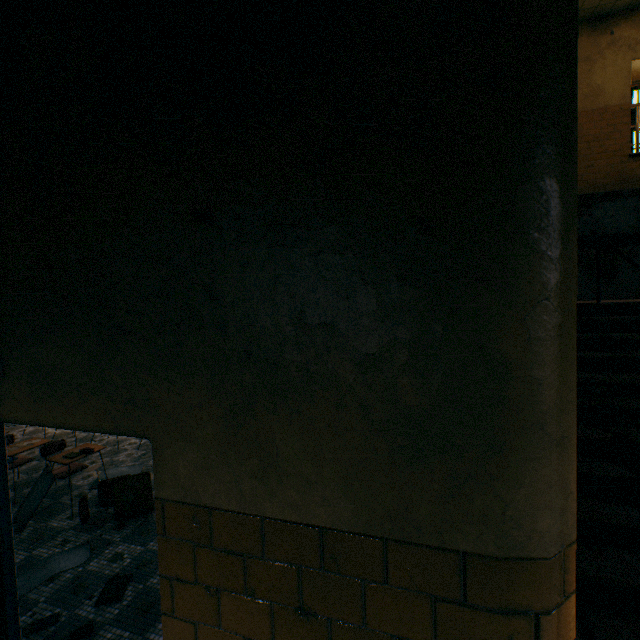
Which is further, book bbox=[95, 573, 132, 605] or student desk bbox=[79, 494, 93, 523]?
student desk bbox=[79, 494, 93, 523]

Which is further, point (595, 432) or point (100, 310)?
point (595, 432)

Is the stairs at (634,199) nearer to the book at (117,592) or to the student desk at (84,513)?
the book at (117,592)

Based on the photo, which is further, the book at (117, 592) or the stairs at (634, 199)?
the book at (117, 592)

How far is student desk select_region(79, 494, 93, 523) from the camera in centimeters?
388cm

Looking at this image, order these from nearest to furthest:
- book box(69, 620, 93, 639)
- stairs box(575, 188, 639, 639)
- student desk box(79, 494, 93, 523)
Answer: stairs box(575, 188, 639, 639) → book box(69, 620, 93, 639) → student desk box(79, 494, 93, 523)

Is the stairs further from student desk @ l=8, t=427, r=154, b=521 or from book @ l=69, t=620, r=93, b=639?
student desk @ l=8, t=427, r=154, b=521

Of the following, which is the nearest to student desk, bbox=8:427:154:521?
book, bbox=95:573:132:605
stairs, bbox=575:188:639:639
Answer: book, bbox=95:573:132:605
